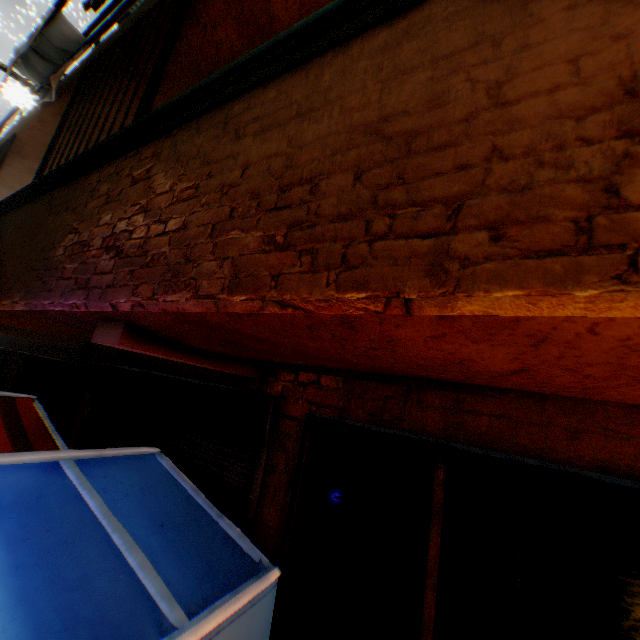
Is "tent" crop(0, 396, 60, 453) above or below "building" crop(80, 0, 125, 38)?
below

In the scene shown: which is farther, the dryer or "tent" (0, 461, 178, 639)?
the dryer

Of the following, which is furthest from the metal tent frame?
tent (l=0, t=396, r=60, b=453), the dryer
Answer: the dryer

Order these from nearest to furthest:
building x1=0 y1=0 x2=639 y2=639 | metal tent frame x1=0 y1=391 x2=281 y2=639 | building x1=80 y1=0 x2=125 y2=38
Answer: building x1=0 y1=0 x2=639 y2=639, metal tent frame x1=0 y1=391 x2=281 y2=639, building x1=80 y1=0 x2=125 y2=38

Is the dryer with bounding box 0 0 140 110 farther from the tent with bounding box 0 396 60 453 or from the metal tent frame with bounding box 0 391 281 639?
the metal tent frame with bounding box 0 391 281 639

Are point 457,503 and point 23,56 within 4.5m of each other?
no

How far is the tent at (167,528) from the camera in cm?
166

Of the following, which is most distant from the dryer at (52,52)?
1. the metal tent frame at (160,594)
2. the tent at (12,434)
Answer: the metal tent frame at (160,594)
